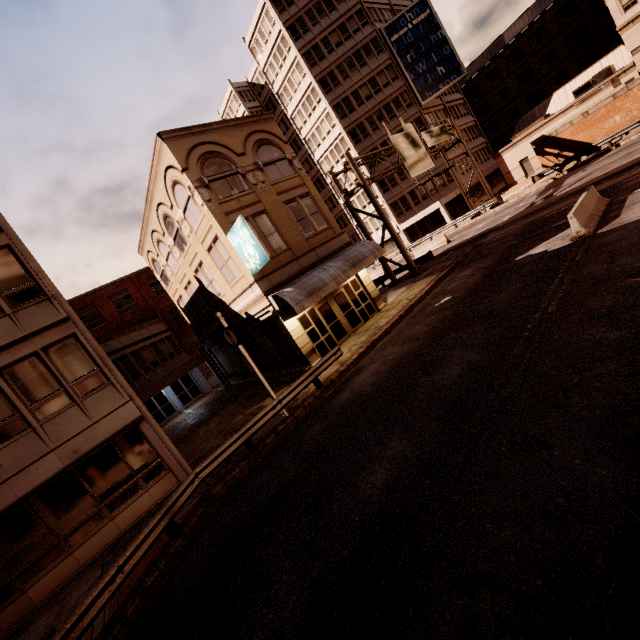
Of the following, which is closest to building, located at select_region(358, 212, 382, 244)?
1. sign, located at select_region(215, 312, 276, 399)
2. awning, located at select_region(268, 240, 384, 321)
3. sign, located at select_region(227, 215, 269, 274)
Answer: awning, located at select_region(268, 240, 384, 321)

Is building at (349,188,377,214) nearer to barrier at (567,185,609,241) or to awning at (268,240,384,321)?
awning at (268,240,384,321)

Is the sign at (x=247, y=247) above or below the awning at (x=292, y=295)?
above

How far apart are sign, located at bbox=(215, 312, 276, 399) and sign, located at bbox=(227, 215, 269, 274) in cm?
352

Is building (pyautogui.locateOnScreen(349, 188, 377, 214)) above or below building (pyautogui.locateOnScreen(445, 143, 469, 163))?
above

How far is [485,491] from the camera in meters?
4.8

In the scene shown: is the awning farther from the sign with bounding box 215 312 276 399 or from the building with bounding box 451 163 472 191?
the building with bounding box 451 163 472 191

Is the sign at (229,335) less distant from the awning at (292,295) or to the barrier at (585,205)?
the awning at (292,295)
